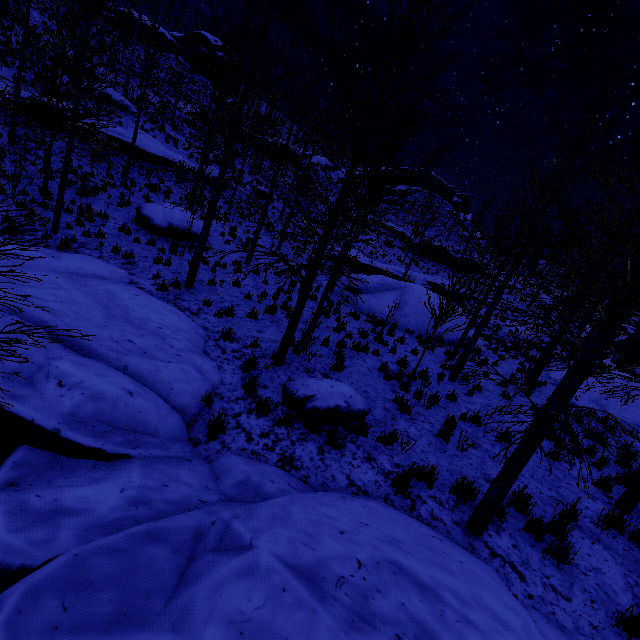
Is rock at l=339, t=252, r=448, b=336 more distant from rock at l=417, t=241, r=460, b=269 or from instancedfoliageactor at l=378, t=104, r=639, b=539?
rock at l=417, t=241, r=460, b=269

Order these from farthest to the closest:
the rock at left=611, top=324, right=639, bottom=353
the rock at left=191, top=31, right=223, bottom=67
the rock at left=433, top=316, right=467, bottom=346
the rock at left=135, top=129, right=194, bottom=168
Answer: the rock at left=191, top=31, right=223, bottom=67
the rock at left=611, top=324, right=639, bottom=353
the rock at left=135, top=129, right=194, bottom=168
the rock at left=433, top=316, right=467, bottom=346

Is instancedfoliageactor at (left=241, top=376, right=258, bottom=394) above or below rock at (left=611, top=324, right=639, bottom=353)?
below

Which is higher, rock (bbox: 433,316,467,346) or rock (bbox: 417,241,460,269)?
rock (bbox: 417,241,460,269)

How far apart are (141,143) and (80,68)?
13.2 meters

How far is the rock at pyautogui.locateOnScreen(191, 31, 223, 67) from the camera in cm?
4412

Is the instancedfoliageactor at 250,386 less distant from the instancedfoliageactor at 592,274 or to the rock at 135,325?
the rock at 135,325

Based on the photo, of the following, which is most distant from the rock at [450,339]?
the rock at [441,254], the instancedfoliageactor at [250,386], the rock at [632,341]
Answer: the rock at [441,254]
